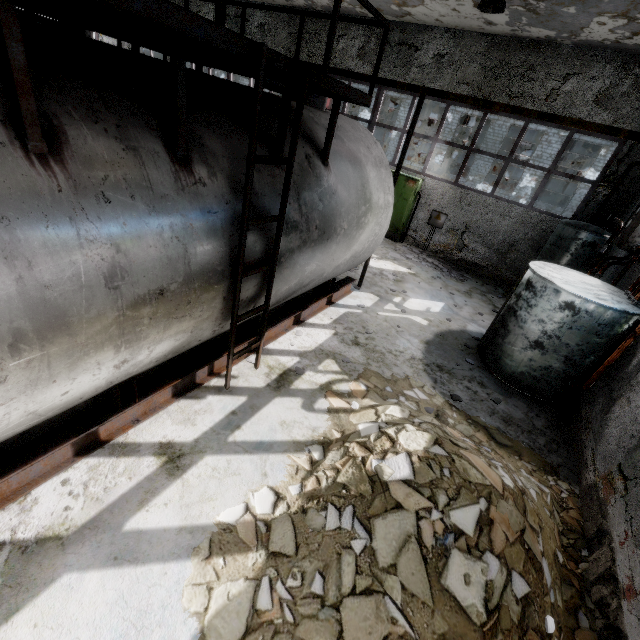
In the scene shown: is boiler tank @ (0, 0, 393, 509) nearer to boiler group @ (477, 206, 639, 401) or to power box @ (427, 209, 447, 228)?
boiler group @ (477, 206, 639, 401)

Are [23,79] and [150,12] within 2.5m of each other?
yes

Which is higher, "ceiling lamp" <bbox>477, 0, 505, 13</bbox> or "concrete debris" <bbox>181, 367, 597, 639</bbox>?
"ceiling lamp" <bbox>477, 0, 505, 13</bbox>

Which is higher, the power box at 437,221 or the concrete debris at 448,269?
the power box at 437,221

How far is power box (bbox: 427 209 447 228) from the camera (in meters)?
12.41

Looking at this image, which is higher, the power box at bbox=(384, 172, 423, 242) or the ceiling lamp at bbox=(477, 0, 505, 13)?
the ceiling lamp at bbox=(477, 0, 505, 13)

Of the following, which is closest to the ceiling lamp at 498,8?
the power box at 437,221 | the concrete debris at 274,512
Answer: the power box at 437,221

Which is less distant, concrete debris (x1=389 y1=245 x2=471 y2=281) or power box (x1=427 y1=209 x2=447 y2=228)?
concrete debris (x1=389 y1=245 x2=471 y2=281)
